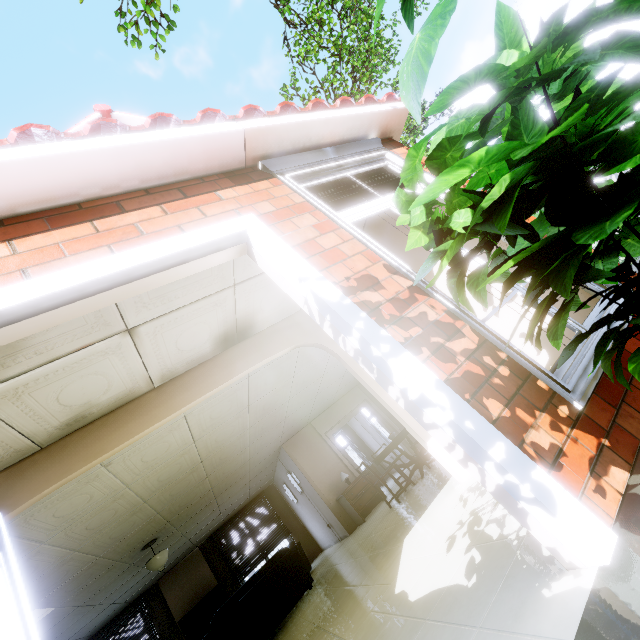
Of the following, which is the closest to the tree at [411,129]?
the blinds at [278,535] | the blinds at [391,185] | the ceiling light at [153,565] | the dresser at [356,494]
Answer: the blinds at [391,185]

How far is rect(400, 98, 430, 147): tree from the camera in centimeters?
986cm

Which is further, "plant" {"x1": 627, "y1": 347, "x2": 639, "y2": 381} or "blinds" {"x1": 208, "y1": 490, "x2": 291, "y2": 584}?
"blinds" {"x1": 208, "y1": 490, "x2": 291, "y2": 584}

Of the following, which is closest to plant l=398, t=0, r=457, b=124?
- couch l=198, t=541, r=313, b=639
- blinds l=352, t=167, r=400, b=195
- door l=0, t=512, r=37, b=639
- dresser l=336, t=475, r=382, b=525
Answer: blinds l=352, t=167, r=400, b=195

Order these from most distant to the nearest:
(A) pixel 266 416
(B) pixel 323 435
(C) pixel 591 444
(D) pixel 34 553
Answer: (B) pixel 323 435
(A) pixel 266 416
(D) pixel 34 553
(C) pixel 591 444

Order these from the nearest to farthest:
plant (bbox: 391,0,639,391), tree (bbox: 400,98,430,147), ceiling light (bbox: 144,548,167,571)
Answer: plant (bbox: 391,0,639,391) → ceiling light (bbox: 144,548,167,571) → tree (bbox: 400,98,430,147)

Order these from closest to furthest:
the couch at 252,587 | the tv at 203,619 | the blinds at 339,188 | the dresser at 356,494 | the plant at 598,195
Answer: the plant at 598,195 < the blinds at 339,188 < the couch at 252,587 < the dresser at 356,494 < the tv at 203,619

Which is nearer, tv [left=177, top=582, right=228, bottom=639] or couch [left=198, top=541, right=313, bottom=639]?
couch [left=198, top=541, right=313, bottom=639]
